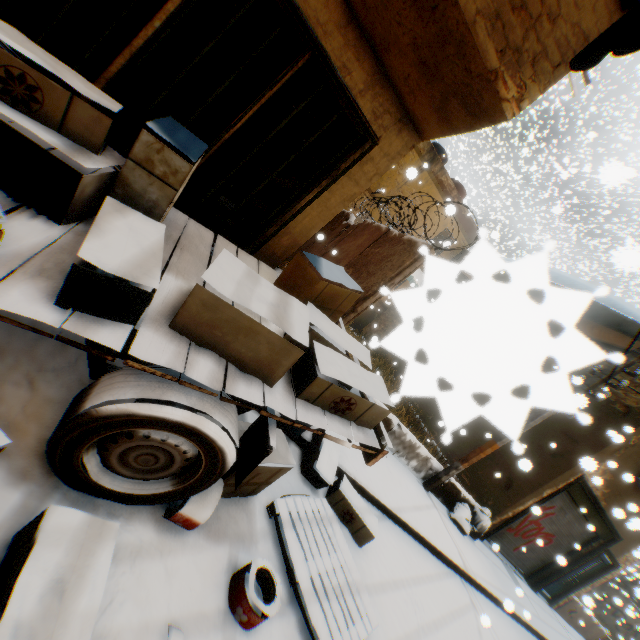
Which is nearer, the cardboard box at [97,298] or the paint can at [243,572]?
the cardboard box at [97,298]

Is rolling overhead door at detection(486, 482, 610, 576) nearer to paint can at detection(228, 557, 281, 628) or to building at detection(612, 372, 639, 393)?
building at detection(612, 372, 639, 393)

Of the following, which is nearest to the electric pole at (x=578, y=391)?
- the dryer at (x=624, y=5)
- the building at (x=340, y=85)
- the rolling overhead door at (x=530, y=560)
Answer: the building at (x=340, y=85)

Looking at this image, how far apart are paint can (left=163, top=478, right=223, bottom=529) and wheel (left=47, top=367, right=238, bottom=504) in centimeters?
2cm

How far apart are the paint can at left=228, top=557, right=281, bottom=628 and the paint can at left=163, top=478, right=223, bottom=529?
0.47m

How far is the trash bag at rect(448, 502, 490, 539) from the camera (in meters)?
7.99

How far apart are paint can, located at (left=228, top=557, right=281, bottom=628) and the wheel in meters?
0.7

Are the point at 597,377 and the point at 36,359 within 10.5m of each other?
yes
